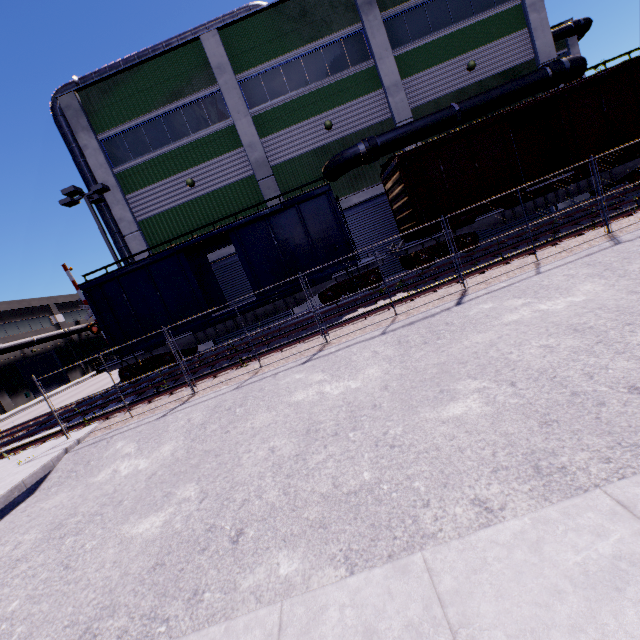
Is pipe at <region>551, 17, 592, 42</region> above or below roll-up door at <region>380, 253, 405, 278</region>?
above

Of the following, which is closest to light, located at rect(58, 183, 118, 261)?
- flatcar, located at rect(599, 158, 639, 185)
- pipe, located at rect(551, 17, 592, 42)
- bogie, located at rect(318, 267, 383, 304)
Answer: bogie, located at rect(318, 267, 383, 304)

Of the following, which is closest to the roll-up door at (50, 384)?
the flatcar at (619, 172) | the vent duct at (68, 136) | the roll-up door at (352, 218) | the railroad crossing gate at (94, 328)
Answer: the vent duct at (68, 136)

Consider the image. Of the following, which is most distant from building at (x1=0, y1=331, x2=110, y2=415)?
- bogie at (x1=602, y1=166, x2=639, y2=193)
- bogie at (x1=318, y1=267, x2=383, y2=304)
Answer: bogie at (x1=318, y1=267, x2=383, y2=304)

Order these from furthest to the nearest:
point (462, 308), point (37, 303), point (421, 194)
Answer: point (37, 303) < point (421, 194) < point (462, 308)

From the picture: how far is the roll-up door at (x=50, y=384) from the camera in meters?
36.1 m

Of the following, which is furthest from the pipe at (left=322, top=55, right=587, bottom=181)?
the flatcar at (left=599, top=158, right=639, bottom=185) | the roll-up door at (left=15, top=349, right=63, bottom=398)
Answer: the roll-up door at (left=15, top=349, right=63, bottom=398)

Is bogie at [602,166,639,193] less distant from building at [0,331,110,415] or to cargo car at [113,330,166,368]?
cargo car at [113,330,166,368]
